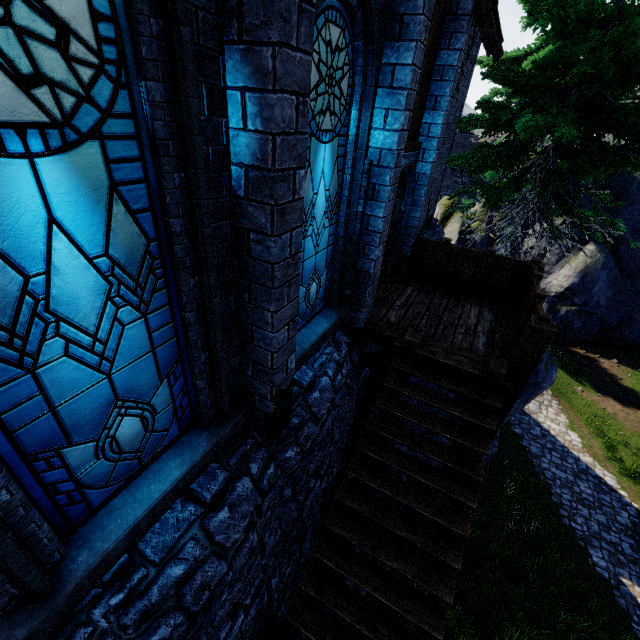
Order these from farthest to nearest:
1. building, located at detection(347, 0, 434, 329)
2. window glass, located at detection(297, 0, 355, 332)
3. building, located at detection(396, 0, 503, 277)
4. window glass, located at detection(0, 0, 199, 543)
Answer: building, located at detection(396, 0, 503, 277) < building, located at detection(347, 0, 434, 329) < window glass, located at detection(297, 0, 355, 332) < window glass, located at detection(0, 0, 199, 543)

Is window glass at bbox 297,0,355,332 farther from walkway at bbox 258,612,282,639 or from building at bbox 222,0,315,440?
walkway at bbox 258,612,282,639

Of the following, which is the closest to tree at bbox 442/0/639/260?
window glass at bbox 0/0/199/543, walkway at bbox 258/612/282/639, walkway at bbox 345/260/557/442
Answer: walkway at bbox 345/260/557/442

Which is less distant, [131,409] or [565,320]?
[131,409]

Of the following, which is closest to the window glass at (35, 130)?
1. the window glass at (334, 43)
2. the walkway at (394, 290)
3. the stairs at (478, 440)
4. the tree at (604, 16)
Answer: the window glass at (334, 43)

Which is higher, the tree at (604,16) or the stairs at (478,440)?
the tree at (604,16)

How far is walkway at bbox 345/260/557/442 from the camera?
Answer: 5.2 meters

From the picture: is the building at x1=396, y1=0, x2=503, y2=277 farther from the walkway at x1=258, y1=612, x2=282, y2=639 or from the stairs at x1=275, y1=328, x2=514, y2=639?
the walkway at x1=258, y1=612, x2=282, y2=639
